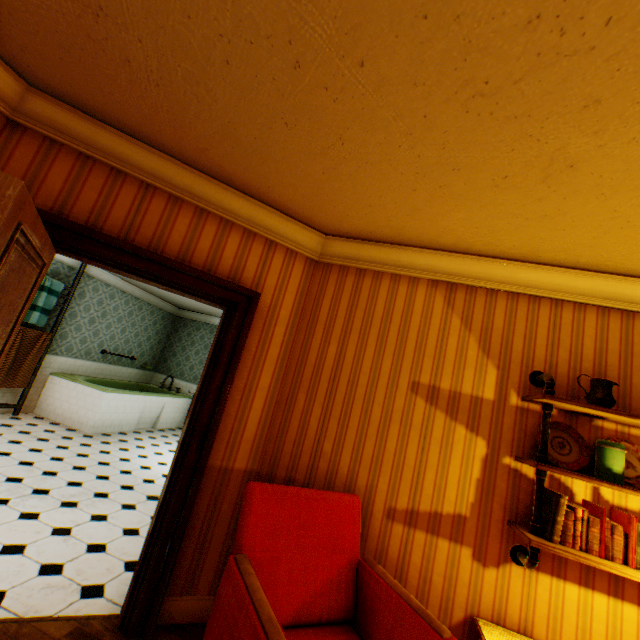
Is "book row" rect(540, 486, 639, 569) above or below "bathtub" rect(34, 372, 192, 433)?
above

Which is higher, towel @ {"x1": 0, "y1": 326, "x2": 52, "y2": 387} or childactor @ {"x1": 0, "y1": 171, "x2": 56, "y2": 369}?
childactor @ {"x1": 0, "y1": 171, "x2": 56, "y2": 369}

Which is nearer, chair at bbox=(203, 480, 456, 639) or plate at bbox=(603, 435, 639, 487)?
chair at bbox=(203, 480, 456, 639)

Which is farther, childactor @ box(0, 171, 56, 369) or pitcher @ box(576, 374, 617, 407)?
pitcher @ box(576, 374, 617, 407)

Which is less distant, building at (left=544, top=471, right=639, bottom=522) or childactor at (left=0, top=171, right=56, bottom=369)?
childactor at (left=0, top=171, right=56, bottom=369)

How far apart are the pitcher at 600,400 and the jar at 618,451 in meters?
0.3 m

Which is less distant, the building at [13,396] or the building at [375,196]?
the building at [375,196]

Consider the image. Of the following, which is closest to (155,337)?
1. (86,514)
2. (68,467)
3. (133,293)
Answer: (133,293)
